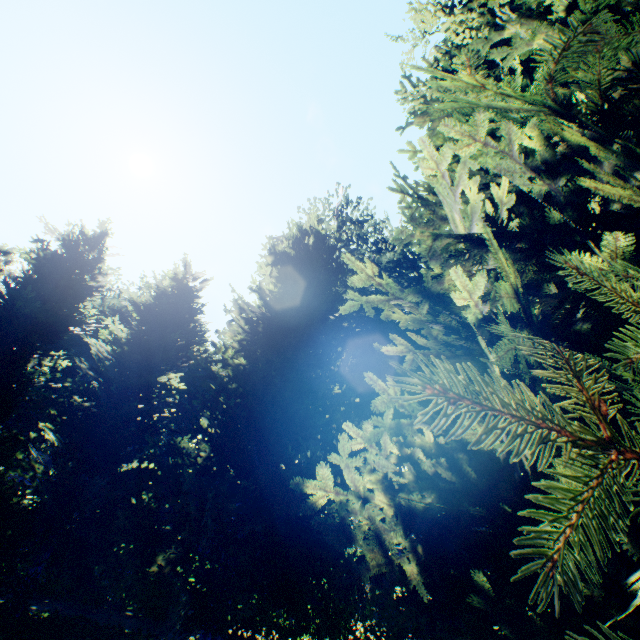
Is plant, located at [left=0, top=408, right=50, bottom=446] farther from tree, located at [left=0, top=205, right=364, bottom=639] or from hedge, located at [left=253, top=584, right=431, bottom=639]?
hedge, located at [left=253, top=584, right=431, bottom=639]

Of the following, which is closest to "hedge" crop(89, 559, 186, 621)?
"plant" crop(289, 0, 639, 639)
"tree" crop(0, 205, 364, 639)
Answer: "tree" crop(0, 205, 364, 639)

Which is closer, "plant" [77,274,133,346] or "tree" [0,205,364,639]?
"tree" [0,205,364,639]

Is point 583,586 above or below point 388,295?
below

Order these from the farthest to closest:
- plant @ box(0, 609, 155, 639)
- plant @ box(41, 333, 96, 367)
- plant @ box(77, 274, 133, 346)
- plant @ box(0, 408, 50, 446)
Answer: plant @ box(77, 274, 133, 346)
plant @ box(41, 333, 96, 367)
plant @ box(0, 408, 50, 446)
plant @ box(0, 609, 155, 639)

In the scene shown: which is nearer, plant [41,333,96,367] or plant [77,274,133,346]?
plant [41,333,96,367]

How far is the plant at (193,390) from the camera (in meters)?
34.16
